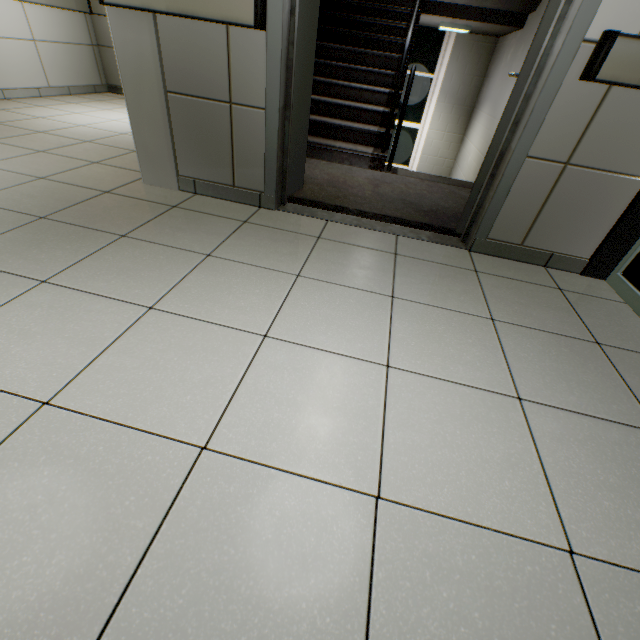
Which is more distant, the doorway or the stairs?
the stairs

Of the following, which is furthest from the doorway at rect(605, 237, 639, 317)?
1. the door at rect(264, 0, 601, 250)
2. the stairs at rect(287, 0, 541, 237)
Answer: the door at rect(264, 0, 601, 250)

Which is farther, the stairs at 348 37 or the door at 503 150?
the stairs at 348 37

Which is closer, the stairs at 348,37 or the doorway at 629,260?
the doorway at 629,260

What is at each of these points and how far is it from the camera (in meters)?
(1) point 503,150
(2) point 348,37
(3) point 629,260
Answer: (1) door, 1.93
(2) stairs, 4.33
(3) doorway, 1.97

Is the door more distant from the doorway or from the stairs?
the doorway

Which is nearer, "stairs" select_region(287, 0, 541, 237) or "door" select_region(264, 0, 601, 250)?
"door" select_region(264, 0, 601, 250)

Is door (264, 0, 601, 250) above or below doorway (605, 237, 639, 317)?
above
